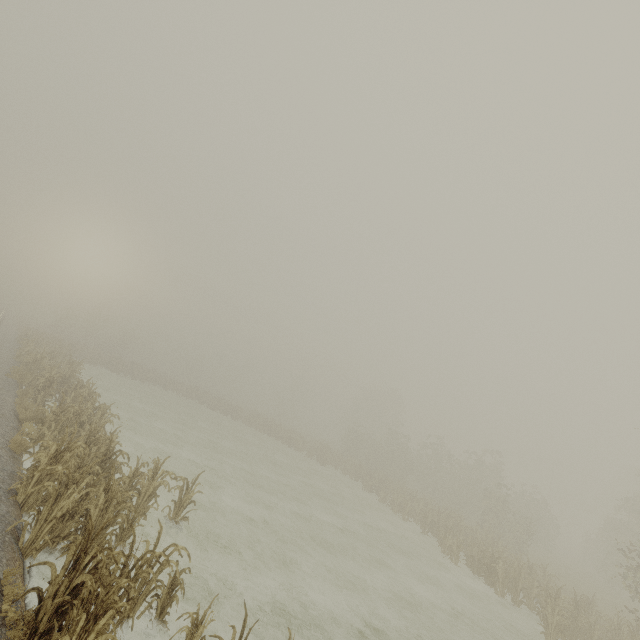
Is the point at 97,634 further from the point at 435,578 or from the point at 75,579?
the point at 435,578
